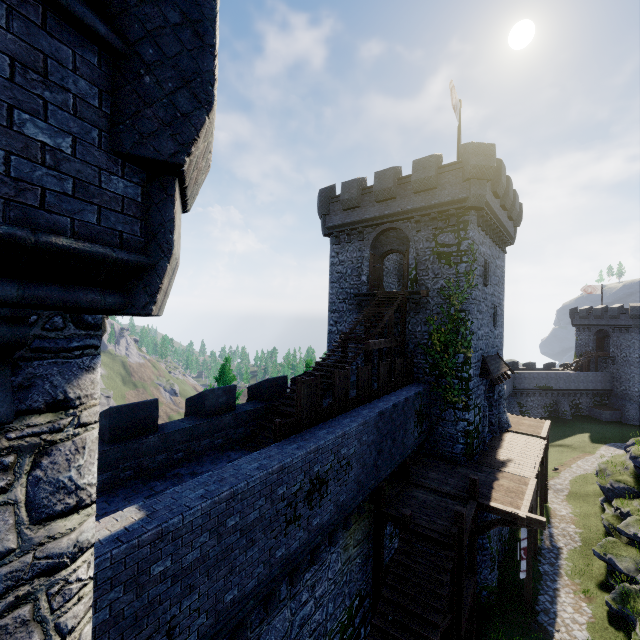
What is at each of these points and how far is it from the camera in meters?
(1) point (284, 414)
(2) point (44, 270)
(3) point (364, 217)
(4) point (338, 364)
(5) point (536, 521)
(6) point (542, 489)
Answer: (1) stairs, 12.2 m
(2) building, 2.3 m
(3) building, 21.2 m
(4) stairs, 14.0 m
(5) wooden support, 12.4 m
(6) wooden post, 21.6 m

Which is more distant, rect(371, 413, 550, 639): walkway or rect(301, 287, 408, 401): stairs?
rect(301, 287, 408, 401): stairs

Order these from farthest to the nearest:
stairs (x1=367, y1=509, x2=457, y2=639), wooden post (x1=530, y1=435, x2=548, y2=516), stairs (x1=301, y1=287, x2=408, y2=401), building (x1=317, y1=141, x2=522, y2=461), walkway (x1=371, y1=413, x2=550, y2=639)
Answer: wooden post (x1=530, y1=435, x2=548, y2=516)
building (x1=317, y1=141, x2=522, y2=461)
stairs (x1=301, y1=287, x2=408, y2=401)
walkway (x1=371, y1=413, x2=550, y2=639)
stairs (x1=367, y1=509, x2=457, y2=639)

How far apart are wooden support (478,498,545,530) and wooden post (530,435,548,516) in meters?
11.1

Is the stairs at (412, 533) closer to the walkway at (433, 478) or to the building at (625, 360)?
the walkway at (433, 478)

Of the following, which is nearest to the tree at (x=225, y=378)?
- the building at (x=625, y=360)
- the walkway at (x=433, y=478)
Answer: the walkway at (x=433, y=478)

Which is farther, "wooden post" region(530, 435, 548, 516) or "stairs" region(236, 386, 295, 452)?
"wooden post" region(530, 435, 548, 516)

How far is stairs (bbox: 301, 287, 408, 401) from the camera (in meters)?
14.03
